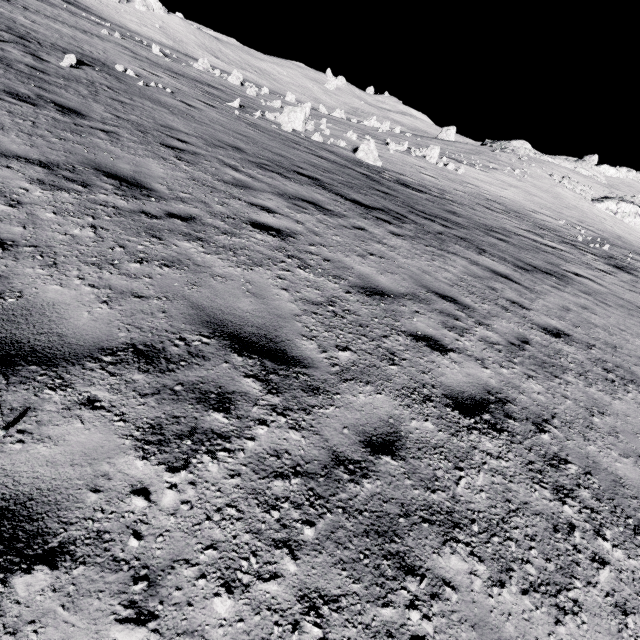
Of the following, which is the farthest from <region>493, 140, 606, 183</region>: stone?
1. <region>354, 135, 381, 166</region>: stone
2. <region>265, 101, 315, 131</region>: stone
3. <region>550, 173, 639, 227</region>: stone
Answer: <region>265, 101, 315, 131</region>: stone

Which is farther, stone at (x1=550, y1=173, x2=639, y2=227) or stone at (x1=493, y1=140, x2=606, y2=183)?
stone at (x1=493, y1=140, x2=606, y2=183)

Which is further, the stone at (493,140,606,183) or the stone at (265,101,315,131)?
the stone at (493,140,606,183)

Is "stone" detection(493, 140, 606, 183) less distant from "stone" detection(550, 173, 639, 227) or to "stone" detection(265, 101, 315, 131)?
"stone" detection(550, 173, 639, 227)

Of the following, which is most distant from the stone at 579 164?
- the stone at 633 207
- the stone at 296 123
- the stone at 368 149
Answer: the stone at 296 123

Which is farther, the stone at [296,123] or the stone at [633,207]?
the stone at [633,207]

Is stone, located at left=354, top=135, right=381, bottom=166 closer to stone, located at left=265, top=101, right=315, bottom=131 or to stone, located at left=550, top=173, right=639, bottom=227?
stone, located at left=265, top=101, right=315, bottom=131

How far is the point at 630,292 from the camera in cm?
1442
